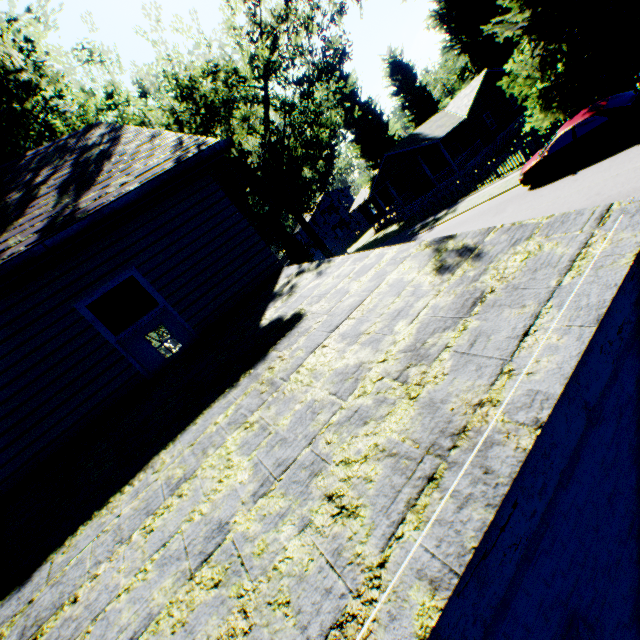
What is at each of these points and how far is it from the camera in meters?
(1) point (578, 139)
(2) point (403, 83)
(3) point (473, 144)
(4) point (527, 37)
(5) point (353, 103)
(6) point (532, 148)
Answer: (1) car, 12.8
(2) plant, 43.2
(3) house, 30.9
(4) plant, 15.4
(5) plant, 39.5
(6) fence, 18.5

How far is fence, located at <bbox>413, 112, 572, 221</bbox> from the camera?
18.1 meters

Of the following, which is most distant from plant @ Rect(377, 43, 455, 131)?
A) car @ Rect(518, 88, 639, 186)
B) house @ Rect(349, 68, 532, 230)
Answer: car @ Rect(518, 88, 639, 186)

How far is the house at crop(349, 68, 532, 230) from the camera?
29.69m

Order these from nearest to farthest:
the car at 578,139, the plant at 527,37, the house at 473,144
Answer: the car at 578,139 < the plant at 527,37 < the house at 473,144

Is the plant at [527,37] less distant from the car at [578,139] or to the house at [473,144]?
the house at [473,144]

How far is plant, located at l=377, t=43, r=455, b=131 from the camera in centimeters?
4247cm

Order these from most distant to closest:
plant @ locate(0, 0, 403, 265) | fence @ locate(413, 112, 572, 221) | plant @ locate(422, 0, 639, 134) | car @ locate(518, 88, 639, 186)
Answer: fence @ locate(413, 112, 572, 221) < plant @ locate(422, 0, 639, 134) < car @ locate(518, 88, 639, 186) < plant @ locate(0, 0, 403, 265)
